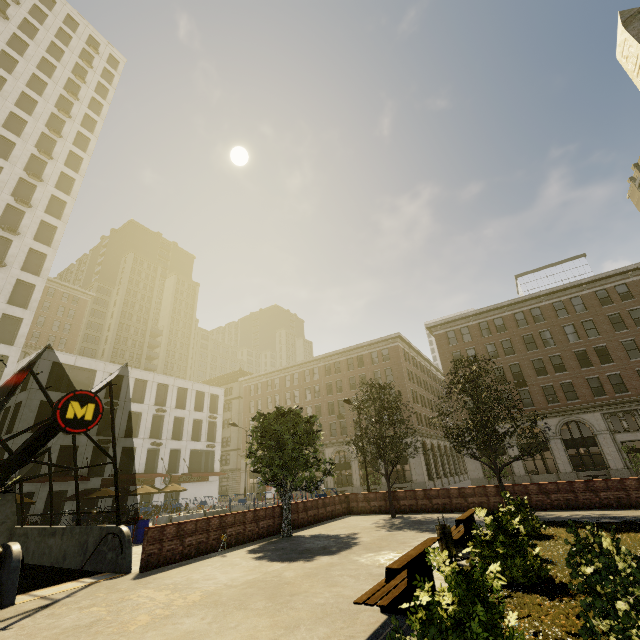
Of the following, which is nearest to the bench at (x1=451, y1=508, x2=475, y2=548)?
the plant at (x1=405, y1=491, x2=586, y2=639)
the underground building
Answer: the plant at (x1=405, y1=491, x2=586, y2=639)

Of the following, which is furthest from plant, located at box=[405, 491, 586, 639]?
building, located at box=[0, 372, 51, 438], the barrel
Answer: building, located at box=[0, 372, 51, 438]

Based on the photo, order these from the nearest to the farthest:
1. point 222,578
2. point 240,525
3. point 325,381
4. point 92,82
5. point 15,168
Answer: point 222,578
point 240,525
point 15,168
point 92,82
point 325,381

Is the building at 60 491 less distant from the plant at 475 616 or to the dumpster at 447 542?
the dumpster at 447 542

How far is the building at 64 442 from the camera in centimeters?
3077cm

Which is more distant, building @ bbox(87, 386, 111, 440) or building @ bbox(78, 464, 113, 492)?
building @ bbox(87, 386, 111, 440)

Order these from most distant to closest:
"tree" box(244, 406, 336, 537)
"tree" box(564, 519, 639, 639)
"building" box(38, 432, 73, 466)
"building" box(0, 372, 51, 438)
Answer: "building" box(38, 432, 73, 466) < "building" box(0, 372, 51, 438) < "tree" box(244, 406, 336, 537) < "tree" box(564, 519, 639, 639)

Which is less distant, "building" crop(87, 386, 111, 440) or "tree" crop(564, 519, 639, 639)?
"tree" crop(564, 519, 639, 639)
